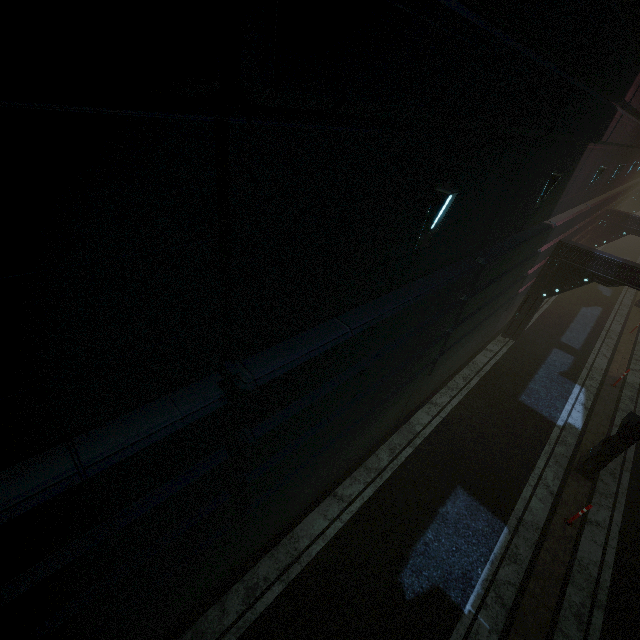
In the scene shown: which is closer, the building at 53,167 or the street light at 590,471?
the building at 53,167

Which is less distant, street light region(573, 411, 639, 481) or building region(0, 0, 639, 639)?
building region(0, 0, 639, 639)

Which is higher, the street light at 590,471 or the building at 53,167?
the building at 53,167

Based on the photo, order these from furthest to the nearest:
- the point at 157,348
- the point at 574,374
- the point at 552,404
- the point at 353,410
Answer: the point at 574,374 < the point at 552,404 < the point at 353,410 < the point at 157,348

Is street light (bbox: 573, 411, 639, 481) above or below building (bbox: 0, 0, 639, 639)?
below
